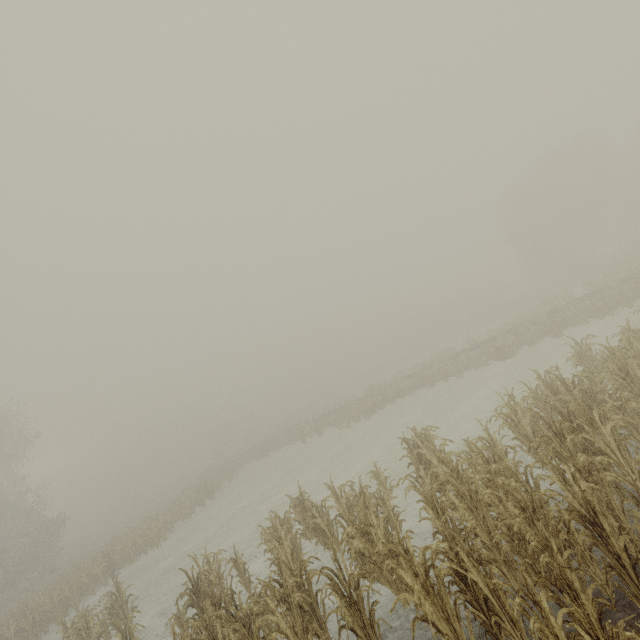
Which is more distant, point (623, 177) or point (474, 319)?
point (474, 319)
